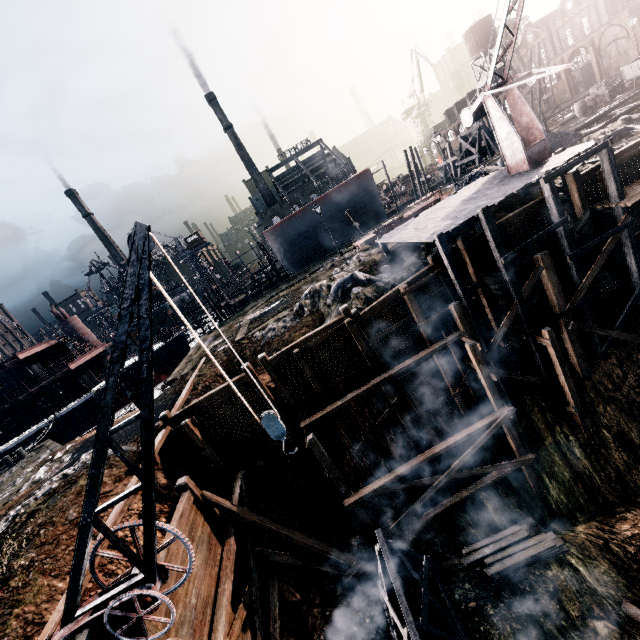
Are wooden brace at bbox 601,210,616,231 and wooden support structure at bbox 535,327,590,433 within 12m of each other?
yes

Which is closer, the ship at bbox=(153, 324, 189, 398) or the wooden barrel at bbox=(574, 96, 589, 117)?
the wooden barrel at bbox=(574, 96, 589, 117)

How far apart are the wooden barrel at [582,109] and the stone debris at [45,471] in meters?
51.7 m

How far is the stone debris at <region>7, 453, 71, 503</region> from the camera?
18.1 meters

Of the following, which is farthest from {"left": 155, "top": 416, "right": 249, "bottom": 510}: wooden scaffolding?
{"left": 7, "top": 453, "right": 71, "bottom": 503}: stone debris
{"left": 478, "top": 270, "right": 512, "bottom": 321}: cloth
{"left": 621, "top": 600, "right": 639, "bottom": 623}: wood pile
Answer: {"left": 478, "top": 270, "right": 512, "bottom": 321}: cloth

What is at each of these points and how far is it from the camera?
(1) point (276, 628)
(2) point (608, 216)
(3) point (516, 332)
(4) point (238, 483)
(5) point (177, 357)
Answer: (1) wooden scaffolding, 11.5 meters
(2) wooden brace, 15.7 meters
(3) cloth, 15.8 meters
(4) wooden scaffolding, 14.8 meters
(5) ship, 38.1 meters

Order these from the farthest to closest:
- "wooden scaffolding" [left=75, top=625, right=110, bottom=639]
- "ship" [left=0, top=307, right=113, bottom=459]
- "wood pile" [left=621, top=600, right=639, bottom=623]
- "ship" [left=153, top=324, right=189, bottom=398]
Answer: "ship" [left=153, top=324, right=189, bottom=398] → "ship" [left=0, top=307, right=113, bottom=459] → "wood pile" [left=621, top=600, right=639, bottom=623] → "wooden scaffolding" [left=75, top=625, right=110, bottom=639]

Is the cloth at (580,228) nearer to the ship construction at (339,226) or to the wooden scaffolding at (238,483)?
the wooden scaffolding at (238,483)
